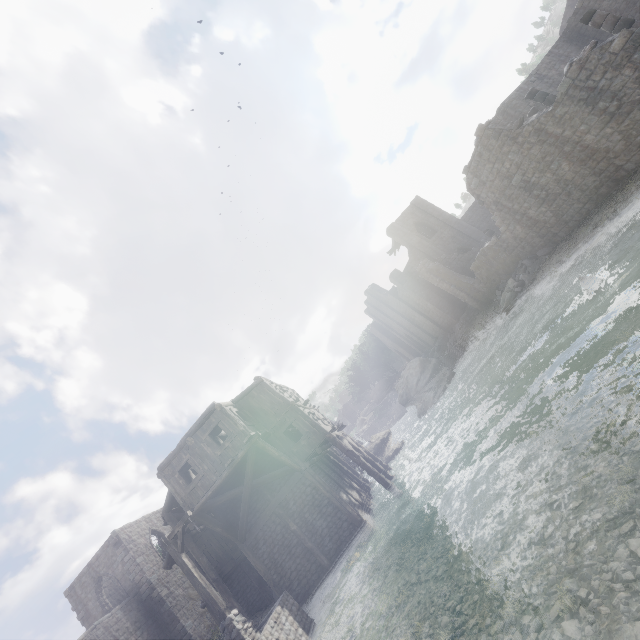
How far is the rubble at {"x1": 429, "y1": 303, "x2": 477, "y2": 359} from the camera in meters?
32.8

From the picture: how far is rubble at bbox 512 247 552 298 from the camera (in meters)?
20.31

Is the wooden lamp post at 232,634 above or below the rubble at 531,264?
above

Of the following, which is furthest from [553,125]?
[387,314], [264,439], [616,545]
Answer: [387,314]

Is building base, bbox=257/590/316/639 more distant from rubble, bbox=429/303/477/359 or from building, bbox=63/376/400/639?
rubble, bbox=429/303/477/359

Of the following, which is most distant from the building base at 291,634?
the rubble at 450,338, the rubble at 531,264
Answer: the rubble at 450,338

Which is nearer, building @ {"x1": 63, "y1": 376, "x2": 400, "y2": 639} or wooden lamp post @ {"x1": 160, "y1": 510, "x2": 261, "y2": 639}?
wooden lamp post @ {"x1": 160, "y1": 510, "x2": 261, "y2": 639}

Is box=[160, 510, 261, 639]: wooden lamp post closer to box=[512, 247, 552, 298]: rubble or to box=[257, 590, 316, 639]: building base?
box=[257, 590, 316, 639]: building base
